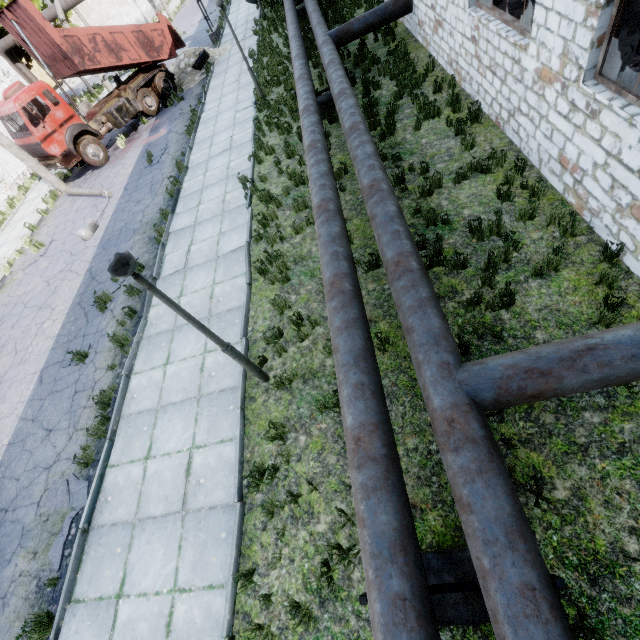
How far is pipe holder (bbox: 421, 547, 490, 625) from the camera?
3.11m

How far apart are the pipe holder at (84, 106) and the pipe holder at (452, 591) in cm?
3441

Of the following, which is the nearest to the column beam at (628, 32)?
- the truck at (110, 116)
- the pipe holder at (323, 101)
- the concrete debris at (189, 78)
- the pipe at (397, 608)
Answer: the pipe at (397, 608)

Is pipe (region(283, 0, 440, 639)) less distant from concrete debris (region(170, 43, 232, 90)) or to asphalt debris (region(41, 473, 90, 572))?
concrete debris (region(170, 43, 232, 90))

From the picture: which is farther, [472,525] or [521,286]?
[521,286]

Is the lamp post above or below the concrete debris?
above

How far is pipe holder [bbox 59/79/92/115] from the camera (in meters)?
24.60

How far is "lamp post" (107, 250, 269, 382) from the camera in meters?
3.5
